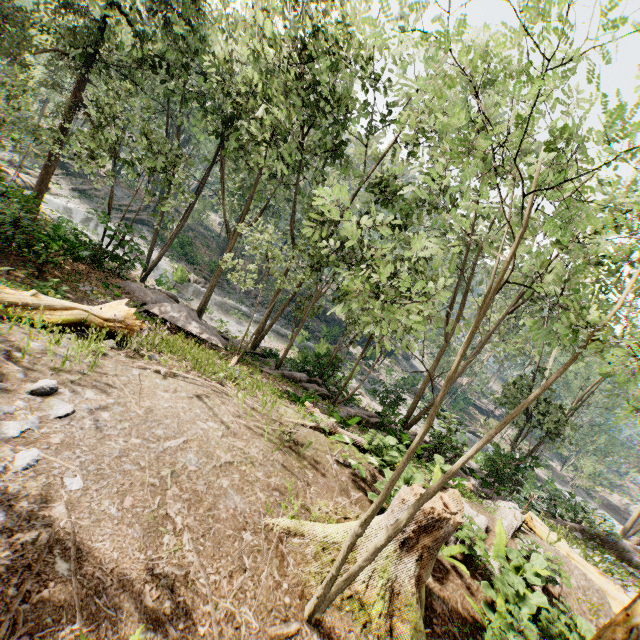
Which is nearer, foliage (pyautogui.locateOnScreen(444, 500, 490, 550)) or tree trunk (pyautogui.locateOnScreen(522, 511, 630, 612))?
foliage (pyautogui.locateOnScreen(444, 500, 490, 550))

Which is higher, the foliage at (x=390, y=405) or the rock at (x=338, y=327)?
the foliage at (x=390, y=405)

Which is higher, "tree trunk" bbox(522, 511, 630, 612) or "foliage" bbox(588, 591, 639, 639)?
"foliage" bbox(588, 591, 639, 639)

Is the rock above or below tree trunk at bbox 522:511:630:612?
below

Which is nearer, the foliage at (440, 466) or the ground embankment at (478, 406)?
the foliage at (440, 466)

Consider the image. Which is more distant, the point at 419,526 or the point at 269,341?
the point at 269,341

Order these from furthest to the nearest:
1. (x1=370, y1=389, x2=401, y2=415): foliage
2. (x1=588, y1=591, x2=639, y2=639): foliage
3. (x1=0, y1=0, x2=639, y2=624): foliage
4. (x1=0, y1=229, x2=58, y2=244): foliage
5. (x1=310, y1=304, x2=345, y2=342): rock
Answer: (x1=310, y1=304, x2=345, y2=342): rock < (x1=370, y1=389, x2=401, y2=415): foliage < (x1=0, y1=229, x2=58, y2=244): foliage < (x1=588, y1=591, x2=639, y2=639): foliage < (x1=0, y1=0, x2=639, y2=624): foliage

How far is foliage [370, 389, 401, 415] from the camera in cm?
1463
